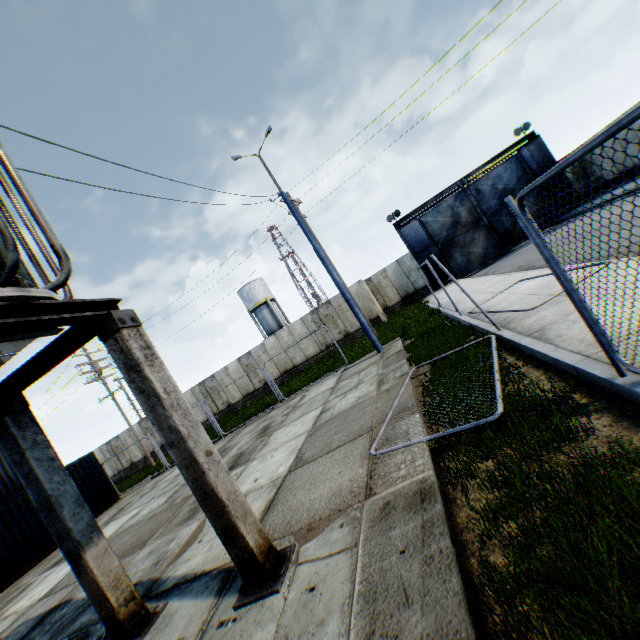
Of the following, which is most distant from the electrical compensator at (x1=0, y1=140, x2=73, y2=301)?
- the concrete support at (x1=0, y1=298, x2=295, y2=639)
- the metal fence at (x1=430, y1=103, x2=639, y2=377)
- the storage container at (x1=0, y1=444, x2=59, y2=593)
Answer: the storage container at (x1=0, y1=444, x2=59, y2=593)

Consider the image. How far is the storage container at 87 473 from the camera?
16.0m

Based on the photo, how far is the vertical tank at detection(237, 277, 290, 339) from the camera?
42.56m

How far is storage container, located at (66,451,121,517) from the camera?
16.0 meters

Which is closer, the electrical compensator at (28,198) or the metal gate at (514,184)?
the electrical compensator at (28,198)

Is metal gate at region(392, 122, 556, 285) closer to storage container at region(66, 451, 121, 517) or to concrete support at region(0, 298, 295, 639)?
concrete support at region(0, 298, 295, 639)

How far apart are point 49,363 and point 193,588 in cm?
351

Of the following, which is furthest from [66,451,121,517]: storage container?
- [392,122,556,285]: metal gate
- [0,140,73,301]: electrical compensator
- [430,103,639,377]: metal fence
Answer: [392,122,556,285]: metal gate
